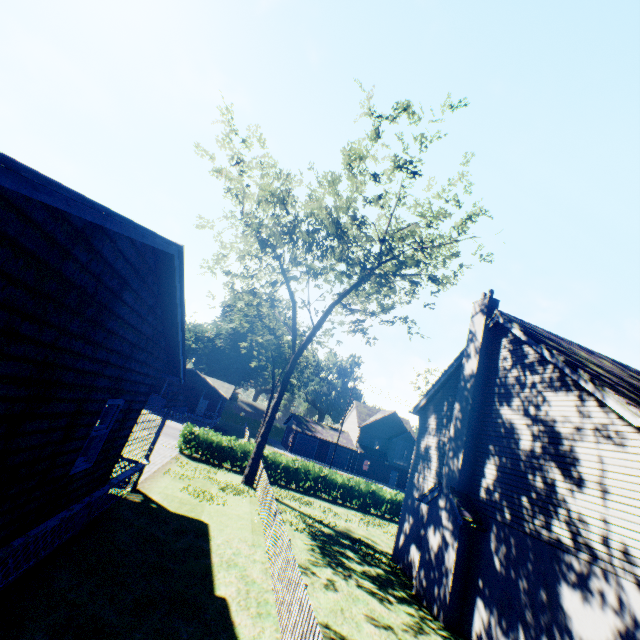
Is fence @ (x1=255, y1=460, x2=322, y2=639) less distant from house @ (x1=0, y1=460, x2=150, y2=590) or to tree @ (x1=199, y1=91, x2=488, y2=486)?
tree @ (x1=199, y1=91, x2=488, y2=486)

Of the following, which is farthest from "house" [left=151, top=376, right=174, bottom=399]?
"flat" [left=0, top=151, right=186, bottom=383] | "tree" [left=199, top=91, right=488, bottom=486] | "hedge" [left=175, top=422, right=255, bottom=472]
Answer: "flat" [left=0, top=151, right=186, bottom=383]

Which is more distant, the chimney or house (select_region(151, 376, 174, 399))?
house (select_region(151, 376, 174, 399))

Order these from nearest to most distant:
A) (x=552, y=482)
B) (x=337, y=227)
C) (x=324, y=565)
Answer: (x=552, y=482) → (x=324, y=565) → (x=337, y=227)

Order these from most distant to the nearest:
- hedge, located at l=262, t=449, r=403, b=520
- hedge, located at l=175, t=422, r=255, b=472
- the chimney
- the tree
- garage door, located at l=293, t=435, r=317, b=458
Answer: garage door, located at l=293, t=435, r=317, b=458 < hedge, located at l=262, t=449, r=403, b=520 < hedge, located at l=175, t=422, r=255, b=472 < the tree < the chimney

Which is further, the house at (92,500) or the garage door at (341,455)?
the garage door at (341,455)

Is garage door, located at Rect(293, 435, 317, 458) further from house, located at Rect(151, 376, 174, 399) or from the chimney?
the chimney

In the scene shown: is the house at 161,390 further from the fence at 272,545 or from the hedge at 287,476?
the fence at 272,545
